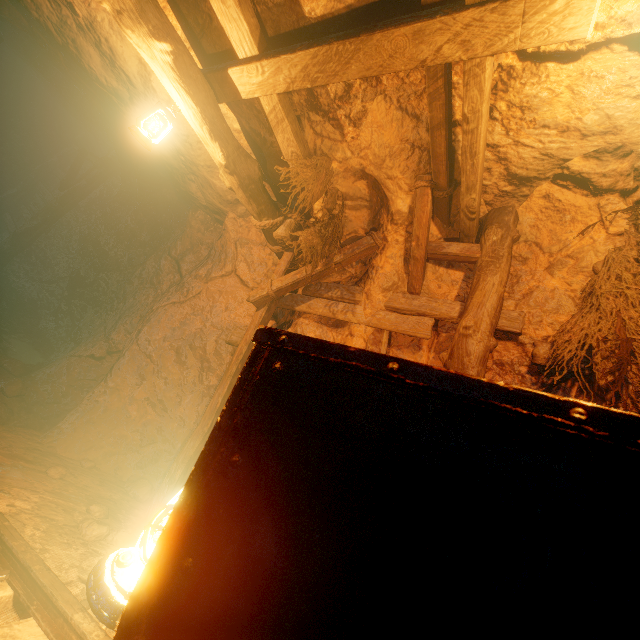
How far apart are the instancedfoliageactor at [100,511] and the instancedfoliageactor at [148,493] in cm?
100

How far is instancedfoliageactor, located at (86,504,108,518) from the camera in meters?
2.7 m

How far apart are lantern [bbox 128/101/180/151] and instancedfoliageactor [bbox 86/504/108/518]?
3.3m

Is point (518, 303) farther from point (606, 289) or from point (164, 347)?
point (164, 347)

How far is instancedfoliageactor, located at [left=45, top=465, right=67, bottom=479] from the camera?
3.4 meters

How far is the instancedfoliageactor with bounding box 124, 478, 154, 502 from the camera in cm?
379

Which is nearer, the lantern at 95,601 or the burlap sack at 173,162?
the lantern at 95,601

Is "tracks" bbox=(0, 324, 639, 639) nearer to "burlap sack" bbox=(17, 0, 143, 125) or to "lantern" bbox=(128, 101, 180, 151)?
"burlap sack" bbox=(17, 0, 143, 125)
